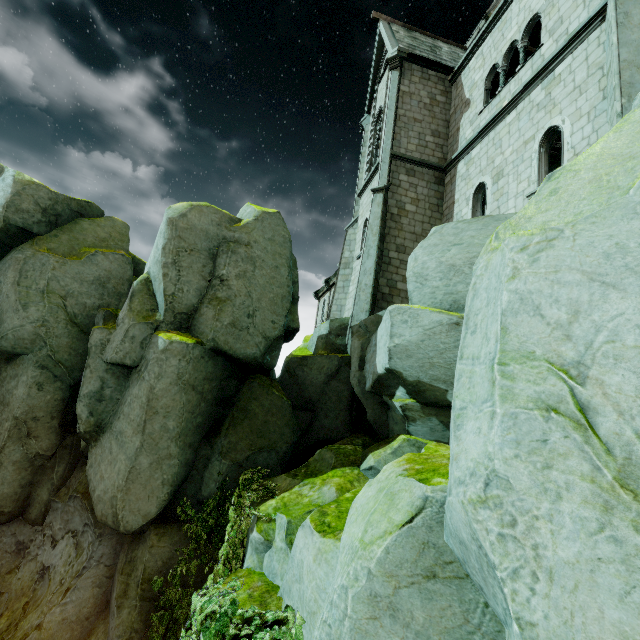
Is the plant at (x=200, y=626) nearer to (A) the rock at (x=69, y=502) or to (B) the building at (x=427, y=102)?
(A) the rock at (x=69, y=502)

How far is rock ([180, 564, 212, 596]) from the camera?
7.5m

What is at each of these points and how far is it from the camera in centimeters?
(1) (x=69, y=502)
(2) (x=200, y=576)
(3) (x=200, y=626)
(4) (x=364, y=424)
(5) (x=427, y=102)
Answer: (1) rock, 854cm
(2) rock, 775cm
(3) plant, 451cm
(4) building, 1227cm
(5) building, 1612cm

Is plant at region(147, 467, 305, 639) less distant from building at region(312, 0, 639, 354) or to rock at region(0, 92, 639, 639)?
rock at region(0, 92, 639, 639)

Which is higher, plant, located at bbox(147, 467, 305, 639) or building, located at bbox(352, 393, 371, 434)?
building, located at bbox(352, 393, 371, 434)

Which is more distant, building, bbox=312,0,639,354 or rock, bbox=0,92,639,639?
building, bbox=312,0,639,354

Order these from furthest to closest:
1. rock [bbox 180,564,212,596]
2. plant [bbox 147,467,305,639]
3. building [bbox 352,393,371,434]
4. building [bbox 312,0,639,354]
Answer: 1. building [bbox 352,393,371,434]
2. building [bbox 312,0,639,354]
3. rock [bbox 180,564,212,596]
4. plant [bbox 147,467,305,639]
